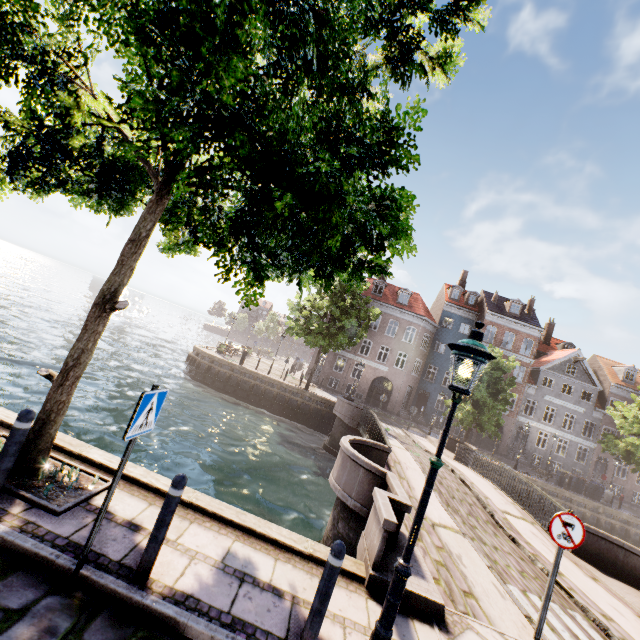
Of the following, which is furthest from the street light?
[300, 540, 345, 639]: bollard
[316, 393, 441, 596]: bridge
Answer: [316, 393, 441, 596]: bridge

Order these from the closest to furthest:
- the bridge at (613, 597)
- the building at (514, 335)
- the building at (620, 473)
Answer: the bridge at (613, 597) < the building at (620, 473) < the building at (514, 335)

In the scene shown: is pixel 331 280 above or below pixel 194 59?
below

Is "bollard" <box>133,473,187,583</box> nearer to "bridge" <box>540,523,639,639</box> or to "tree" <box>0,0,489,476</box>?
"tree" <box>0,0,489,476</box>

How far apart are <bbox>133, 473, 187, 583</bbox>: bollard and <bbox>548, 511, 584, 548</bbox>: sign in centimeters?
555cm

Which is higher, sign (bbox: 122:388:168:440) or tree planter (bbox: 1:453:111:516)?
sign (bbox: 122:388:168:440)

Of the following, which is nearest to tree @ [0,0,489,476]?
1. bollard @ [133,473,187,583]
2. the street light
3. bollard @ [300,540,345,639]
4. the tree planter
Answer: the tree planter

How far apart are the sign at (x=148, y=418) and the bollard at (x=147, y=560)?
0.6 meters
